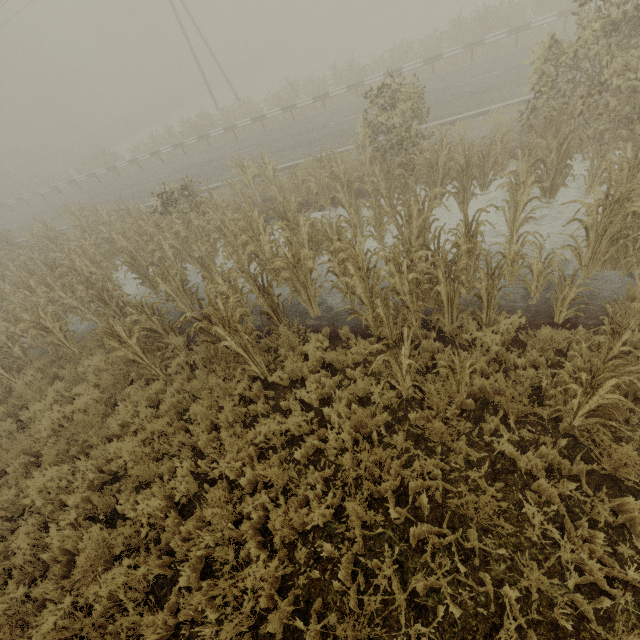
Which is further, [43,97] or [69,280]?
[43,97]

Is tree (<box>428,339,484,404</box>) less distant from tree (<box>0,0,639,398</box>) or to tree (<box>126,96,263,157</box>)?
tree (<box>0,0,639,398</box>)

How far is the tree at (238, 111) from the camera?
21.0m

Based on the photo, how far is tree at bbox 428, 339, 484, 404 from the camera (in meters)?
4.16

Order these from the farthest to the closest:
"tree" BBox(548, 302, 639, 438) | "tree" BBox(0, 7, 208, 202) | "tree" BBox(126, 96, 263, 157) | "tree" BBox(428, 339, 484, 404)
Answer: "tree" BBox(0, 7, 208, 202)
"tree" BBox(126, 96, 263, 157)
"tree" BBox(428, 339, 484, 404)
"tree" BBox(548, 302, 639, 438)

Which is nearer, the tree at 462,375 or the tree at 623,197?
the tree at 462,375

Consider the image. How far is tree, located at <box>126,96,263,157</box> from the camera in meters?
21.0 m
